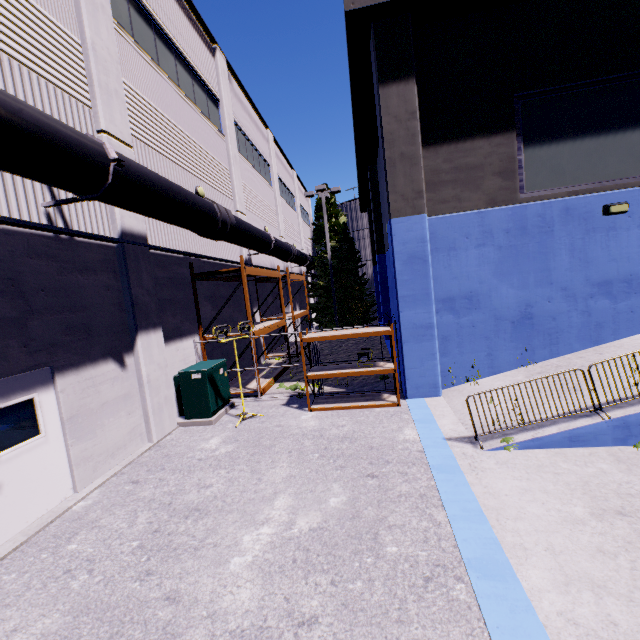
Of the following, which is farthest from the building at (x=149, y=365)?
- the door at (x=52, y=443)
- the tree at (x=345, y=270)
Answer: the tree at (x=345, y=270)

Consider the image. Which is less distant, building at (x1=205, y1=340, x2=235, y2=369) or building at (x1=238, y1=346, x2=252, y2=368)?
building at (x1=205, y1=340, x2=235, y2=369)

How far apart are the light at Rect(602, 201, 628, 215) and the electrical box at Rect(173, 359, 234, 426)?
11.0 meters

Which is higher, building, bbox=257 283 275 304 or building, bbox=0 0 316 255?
building, bbox=0 0 316 255

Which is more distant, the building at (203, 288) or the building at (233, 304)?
the building at (233, 304)

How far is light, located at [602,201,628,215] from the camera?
7.9m

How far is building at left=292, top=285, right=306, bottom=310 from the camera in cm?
2598

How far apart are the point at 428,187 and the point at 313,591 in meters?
9.1 m
